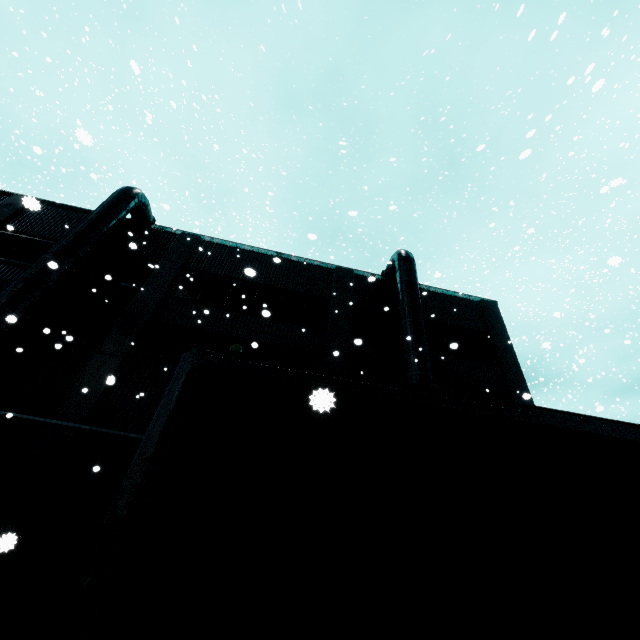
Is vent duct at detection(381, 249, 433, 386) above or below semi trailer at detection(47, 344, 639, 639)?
above

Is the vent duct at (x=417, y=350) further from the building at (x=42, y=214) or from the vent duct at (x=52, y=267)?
the vent duct at (x=52, y=267)

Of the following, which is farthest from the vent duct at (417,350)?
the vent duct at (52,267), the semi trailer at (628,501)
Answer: the vent duct at (52,267)

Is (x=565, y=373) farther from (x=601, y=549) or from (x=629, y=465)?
(x=601, y=549)

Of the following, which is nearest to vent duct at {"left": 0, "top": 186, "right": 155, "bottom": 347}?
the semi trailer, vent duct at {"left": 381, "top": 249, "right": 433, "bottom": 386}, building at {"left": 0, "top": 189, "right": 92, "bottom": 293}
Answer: building at {"left": 0, "top": 189, "right": 92, "bottom": 293}

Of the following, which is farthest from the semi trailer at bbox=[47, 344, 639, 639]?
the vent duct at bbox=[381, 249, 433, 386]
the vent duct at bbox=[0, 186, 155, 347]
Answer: the vent duct at bbox=[0, 186, 155, 347]

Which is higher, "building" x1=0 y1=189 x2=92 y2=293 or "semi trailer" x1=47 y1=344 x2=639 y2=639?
"building" x1=0 y1=189 x2=92 y2=293
